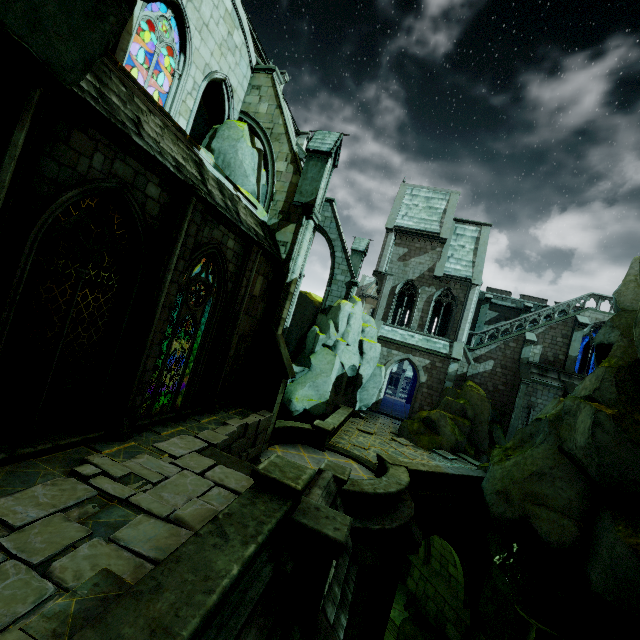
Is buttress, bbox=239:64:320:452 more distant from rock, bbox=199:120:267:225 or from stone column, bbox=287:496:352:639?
stone column, bbox=287:496:352:639

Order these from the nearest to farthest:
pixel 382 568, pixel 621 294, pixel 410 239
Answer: pixel 382 568 < pixel 621 294 < pixel 410 239

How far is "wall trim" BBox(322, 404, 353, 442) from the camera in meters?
16.4 m

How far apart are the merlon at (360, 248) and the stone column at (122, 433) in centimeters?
1756cm

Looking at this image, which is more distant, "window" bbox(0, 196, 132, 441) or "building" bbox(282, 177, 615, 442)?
"building" bbox(282, 177, 615, 442)

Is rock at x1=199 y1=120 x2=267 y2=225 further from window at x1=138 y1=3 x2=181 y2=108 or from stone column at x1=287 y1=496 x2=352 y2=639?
stone column at x1=287 y1=496 x2=352 y2=639

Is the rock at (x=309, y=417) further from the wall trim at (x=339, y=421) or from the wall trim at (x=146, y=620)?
the wall trim at (x=146, y=620)

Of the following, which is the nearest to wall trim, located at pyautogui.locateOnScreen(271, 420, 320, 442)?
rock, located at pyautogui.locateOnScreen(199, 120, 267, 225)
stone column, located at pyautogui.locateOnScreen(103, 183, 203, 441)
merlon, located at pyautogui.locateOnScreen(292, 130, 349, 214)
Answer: rock, located at pyautogui.locateOnScreen(199, 120, 267, 225)
